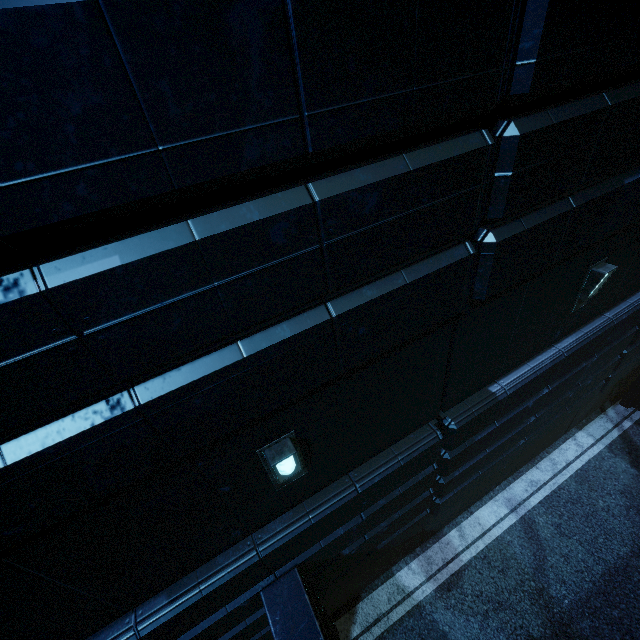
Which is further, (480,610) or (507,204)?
(480,610)
